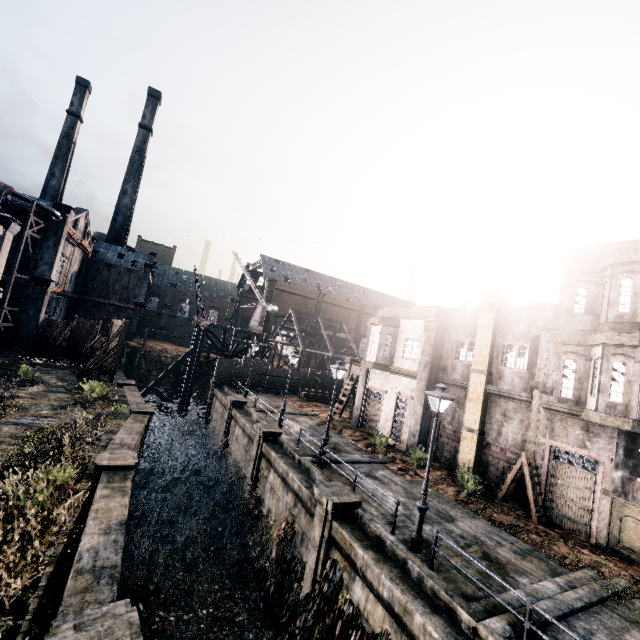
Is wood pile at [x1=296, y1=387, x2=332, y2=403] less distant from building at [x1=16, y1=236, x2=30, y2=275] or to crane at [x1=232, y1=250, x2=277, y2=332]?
crane at [x1=232, y1=250, x2=277, y2=332]

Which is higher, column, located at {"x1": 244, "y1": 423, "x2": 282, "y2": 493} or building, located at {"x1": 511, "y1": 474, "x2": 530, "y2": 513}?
building, located at {"x1": 511, "y1": 474, "x2": 530, "y2": 513}

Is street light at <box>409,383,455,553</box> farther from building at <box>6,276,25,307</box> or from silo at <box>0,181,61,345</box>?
silo at <box>0,181,61,345</box>

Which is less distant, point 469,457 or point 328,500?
point 328,500

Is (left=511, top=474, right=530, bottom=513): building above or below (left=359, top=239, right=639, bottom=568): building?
below

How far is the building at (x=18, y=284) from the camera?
34.84m

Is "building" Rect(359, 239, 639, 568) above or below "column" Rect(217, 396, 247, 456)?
above

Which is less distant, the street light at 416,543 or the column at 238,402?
the street light at 416,543
